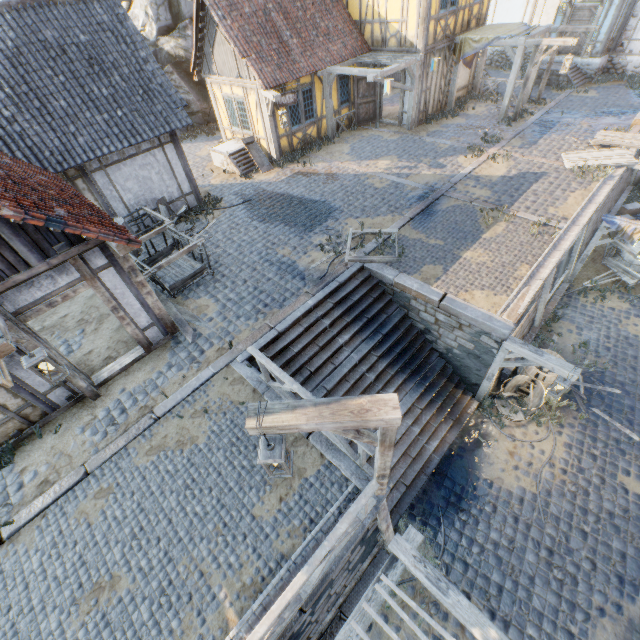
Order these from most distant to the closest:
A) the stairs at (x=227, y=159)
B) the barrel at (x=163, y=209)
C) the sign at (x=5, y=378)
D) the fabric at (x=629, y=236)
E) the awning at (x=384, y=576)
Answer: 1. the stairs at (x=227, y=159)
2. the barrel at (x=163, y=209)
3. the fabric at (x=629, y=236)
4. the sign at (x=5, y=378)
5. the awning at (x=384, y=576)

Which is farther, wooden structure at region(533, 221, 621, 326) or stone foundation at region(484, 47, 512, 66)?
stone foundation at region(484, 47, 512, 66)

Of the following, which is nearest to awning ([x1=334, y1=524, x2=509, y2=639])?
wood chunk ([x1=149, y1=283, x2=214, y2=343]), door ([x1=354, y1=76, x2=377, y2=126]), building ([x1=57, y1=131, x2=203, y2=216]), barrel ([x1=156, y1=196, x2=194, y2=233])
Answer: wood chunk ([x1=149, y1=283, x2=214, y2=343])

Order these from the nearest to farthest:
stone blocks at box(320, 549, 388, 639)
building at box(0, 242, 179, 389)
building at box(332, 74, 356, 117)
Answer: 1. building at box(0, 242, 179, 389)
2. stone blocks at box(320, 549, 388, 639)
3. building at box(332, 74, 356, 117)

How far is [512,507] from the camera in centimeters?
773cm

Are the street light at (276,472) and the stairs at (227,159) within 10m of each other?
no

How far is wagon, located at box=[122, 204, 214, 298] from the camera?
8.8 meters

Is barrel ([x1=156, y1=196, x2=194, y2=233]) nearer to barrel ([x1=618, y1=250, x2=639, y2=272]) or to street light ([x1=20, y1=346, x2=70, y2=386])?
street light ([x1=20, y1=346, x2=70, y2=386])
